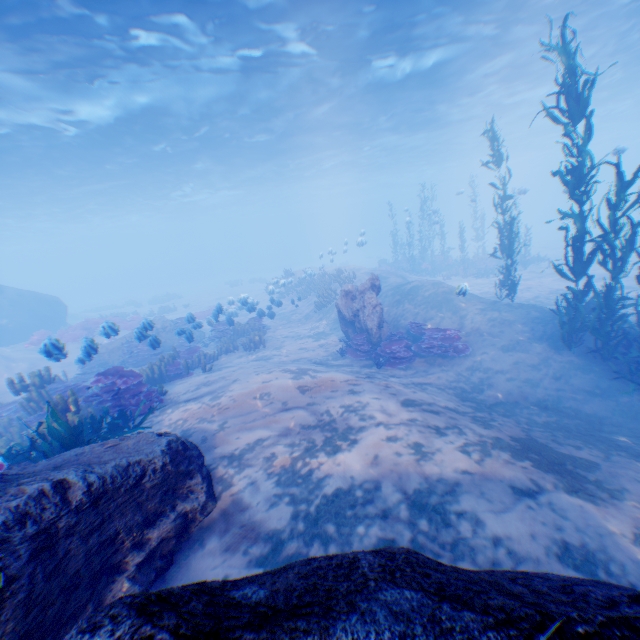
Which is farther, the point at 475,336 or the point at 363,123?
the point at 363,123

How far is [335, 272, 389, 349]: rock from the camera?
11.9m

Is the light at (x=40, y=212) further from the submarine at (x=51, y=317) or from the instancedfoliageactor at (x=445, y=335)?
the instancedfoliageactor at (x=445, y=335)

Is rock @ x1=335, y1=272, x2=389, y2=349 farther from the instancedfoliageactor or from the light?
the light

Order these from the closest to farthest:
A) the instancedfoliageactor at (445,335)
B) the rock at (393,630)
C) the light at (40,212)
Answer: the rock at (393,630)
the instancedfoliageactor at (445,335)
the light at (40,212)

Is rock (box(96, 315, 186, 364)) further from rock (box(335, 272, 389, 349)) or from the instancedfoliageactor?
rock (box(335, 272, 389, 349))

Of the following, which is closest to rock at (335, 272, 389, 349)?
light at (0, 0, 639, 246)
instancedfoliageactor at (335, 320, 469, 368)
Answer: instancedfoliageactor at (335, 320, 469, 368)

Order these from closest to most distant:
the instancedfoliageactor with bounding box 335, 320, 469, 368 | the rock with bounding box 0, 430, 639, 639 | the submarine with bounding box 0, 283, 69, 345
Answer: the rock with bounding box 0, 430, 639, 639, the instancedfoliageactor with bounding box 335, 320, 469, 368, the submarine with bounding box 0, 283, 69, 345
